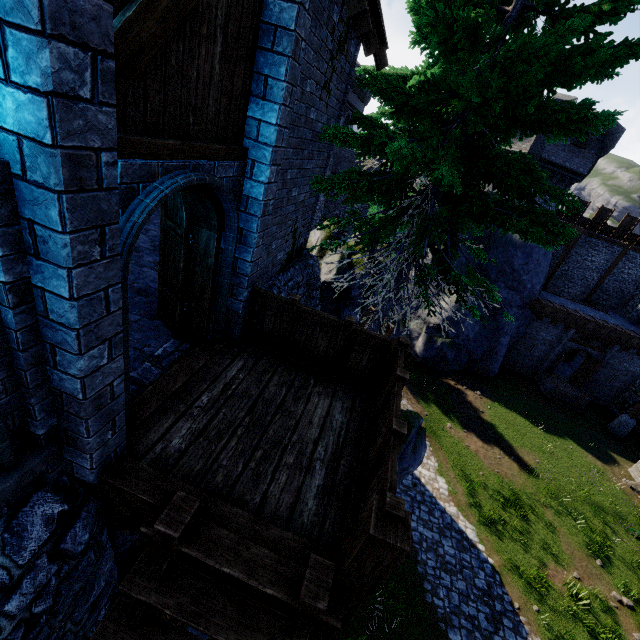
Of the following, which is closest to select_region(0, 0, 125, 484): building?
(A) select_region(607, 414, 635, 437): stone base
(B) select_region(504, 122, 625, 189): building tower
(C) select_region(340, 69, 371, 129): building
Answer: (B) select_region(504, 122, 625, 189): building tower

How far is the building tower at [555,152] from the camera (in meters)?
21.31

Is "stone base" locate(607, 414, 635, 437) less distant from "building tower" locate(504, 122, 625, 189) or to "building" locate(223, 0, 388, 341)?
"building tower" locate(504, 122, 625, 189)

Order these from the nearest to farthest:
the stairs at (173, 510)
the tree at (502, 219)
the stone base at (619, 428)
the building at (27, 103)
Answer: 1. the building at (27, 103)
2. the stairs at (173, 510)
3. the tree at (502, 219)
4. the stone base at (619, 428)

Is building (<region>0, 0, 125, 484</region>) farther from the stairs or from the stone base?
the stone base

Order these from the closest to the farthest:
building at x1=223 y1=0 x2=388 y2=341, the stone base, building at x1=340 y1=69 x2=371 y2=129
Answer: building at x1=223 y1=0 x2=388 y2=341, the stone base, building at x1=340 y1=69 x2=371 y2=129

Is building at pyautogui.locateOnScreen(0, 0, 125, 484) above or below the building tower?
below

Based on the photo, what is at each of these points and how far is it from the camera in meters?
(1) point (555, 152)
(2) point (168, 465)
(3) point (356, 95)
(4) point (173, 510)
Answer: (1) building tower, 21.6 m
(2) walkway, 3.6 m
(3) building, 33.0 m
(4) stairs, 3.0 m
